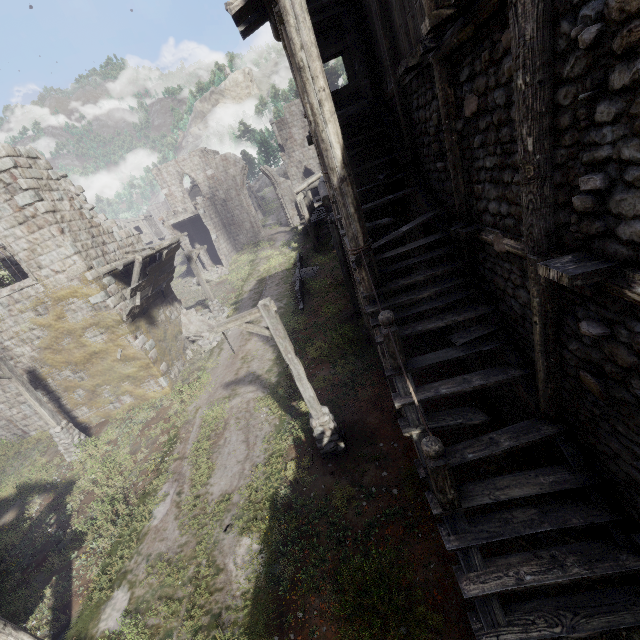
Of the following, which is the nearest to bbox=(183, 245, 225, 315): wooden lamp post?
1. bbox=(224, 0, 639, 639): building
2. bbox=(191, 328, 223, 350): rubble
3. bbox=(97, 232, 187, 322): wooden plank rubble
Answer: bbox=(191, 328, 223, 350): rubble

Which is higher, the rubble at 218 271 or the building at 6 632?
the rubble at 218 271

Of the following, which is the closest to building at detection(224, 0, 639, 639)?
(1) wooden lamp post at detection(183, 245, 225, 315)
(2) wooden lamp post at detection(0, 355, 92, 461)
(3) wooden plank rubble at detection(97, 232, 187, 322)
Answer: (3) wooden plank rubble at detection(97, 232, 187, 322)

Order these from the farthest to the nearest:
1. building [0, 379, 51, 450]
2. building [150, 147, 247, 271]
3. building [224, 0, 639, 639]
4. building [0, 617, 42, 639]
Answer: building [150, 147, 247, 271]
building [0, 379, 51, 450]
building [0, 617, 42, 639]
building [224, 0, 639, 639]

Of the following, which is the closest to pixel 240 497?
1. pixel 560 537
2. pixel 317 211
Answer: pixel 560 537

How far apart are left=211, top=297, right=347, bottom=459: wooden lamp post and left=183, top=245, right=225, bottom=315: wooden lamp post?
13.15m

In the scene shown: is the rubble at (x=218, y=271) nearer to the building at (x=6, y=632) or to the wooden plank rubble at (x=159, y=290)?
the building at (x=6, y=632)

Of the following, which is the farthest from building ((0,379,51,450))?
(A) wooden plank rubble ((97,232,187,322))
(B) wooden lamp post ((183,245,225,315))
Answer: (B) wooden lamp post ((183,245,225,315))
